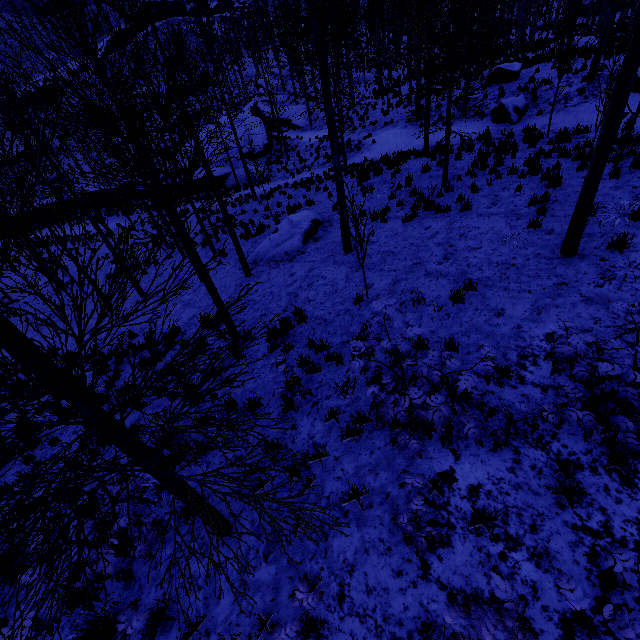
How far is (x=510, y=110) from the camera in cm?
1466

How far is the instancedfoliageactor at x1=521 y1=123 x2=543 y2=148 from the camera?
11.82m

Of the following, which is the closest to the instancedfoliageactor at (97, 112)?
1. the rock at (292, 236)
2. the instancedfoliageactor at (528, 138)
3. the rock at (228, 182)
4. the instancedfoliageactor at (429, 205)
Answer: the rock at (292, 236)

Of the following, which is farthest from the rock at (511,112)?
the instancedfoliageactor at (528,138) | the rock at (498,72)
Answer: the rock at (498,72)

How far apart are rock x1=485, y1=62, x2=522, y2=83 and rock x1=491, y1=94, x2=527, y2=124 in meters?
3.6 m

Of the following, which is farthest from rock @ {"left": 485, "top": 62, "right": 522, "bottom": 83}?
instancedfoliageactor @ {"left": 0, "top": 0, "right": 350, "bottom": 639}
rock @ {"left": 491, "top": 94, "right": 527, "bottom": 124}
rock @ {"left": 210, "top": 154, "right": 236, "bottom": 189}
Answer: instancedfoliageactor @ {"left": 0, "top": 0, "right": 350, "bottom": 639}

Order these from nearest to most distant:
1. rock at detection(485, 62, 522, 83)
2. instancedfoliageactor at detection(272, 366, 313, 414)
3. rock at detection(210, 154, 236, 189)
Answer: instancedfoliageactor at detection(272, 366, 313, 414) → rock at detection(485, 62, 522, 83) → rock at detection(210, 154, 236, 189)

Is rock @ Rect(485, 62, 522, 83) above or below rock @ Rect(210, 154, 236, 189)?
above
